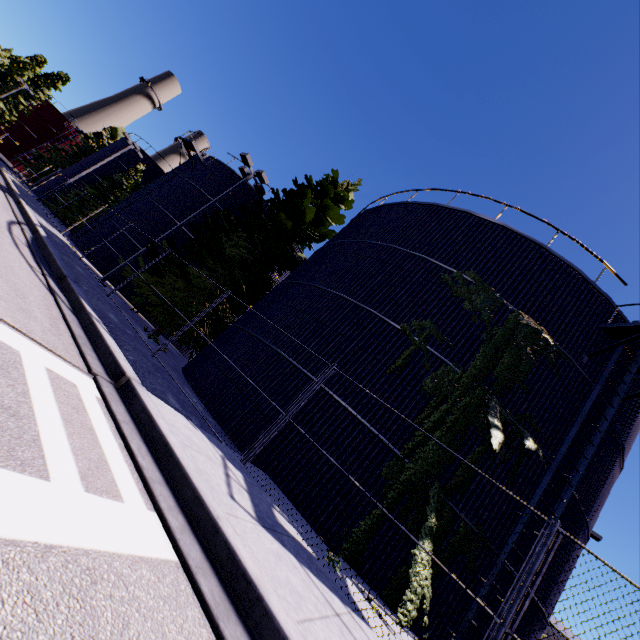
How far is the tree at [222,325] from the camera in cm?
1641

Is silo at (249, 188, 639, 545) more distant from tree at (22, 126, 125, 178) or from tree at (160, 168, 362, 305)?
tree at (22, 126, 125, 178)

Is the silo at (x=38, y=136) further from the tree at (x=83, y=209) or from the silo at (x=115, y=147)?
the tree at (x=83, y=209)

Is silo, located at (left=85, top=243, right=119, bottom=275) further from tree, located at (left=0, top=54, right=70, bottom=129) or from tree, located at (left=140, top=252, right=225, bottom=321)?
tree, located at (left=0, top=54, right=70, bottom=129)

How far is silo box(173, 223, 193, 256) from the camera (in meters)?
22.56

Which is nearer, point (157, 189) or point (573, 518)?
point (573, 518)
